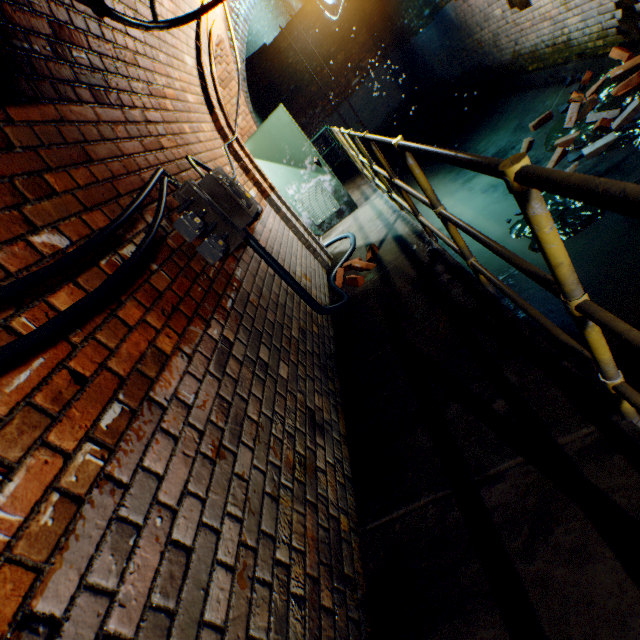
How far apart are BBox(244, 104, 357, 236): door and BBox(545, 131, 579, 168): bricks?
2.9m

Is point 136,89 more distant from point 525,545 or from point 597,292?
point 597,292

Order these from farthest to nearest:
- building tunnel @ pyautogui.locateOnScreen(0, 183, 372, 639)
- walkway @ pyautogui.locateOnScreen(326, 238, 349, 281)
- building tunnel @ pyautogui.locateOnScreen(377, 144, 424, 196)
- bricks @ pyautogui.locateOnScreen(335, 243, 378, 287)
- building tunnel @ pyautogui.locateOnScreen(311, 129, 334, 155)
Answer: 1. building tunnel @ pyautogui.locateOnScreen(311, 129, 334, 155)
2. building tunnel @ pyautogui.locateOnScreen(377, 144, 424, 196)
3. walkway @ pyautogui.locateOnScreen(326, 238, 349, 281)
4. bricks @ pyautogui.locateOnScreen(335, 243, 378, 287)
5. building tunnel @ pyautogui.locateOnScreen(0, 183, 372, 639)

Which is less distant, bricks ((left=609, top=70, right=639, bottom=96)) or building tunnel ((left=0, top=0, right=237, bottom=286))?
building tunnel ((left=0, top=0, right=237, bottom=286))

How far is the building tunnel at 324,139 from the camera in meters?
11.4 m

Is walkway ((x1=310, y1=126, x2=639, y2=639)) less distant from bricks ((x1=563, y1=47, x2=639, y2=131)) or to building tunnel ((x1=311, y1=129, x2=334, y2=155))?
building tunnel ((x1=311, y1=129, x2=334, y2=155))

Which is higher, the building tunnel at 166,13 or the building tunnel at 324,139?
the building tunnel at 166,13

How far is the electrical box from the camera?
2.1m
